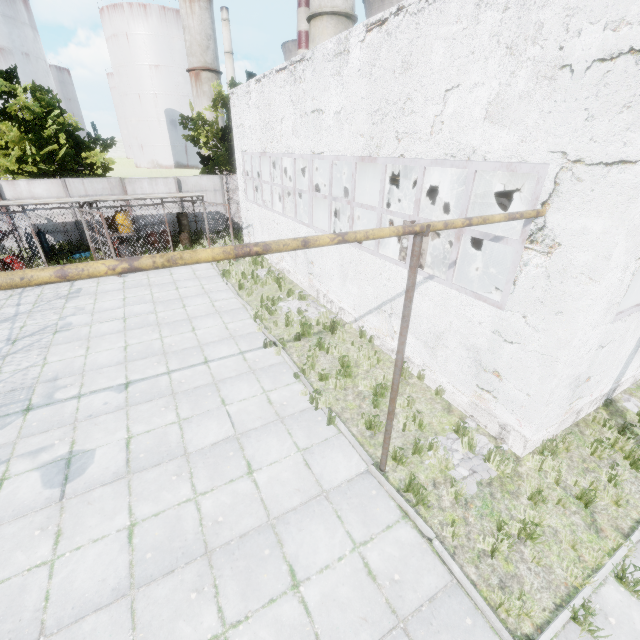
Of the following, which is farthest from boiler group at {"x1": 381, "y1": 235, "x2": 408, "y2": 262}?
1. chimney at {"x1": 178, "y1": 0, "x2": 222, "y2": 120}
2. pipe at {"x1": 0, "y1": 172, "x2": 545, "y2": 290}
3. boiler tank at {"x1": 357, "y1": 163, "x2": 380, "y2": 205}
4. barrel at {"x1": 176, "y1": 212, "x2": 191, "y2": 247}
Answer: chimney at {"x1": 178, "y1": 0, "x2": 222, "y2": 120}

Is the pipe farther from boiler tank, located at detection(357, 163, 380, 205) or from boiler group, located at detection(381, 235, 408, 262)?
boiler group, located at detection(381, 235, 408, 262)

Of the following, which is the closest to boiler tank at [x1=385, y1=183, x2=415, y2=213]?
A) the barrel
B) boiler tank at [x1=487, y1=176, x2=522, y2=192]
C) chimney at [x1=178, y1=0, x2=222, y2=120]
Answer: boiler tank at [x1=487, y1=176, x2=522, y2=192]

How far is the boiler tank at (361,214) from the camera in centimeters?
1664cm

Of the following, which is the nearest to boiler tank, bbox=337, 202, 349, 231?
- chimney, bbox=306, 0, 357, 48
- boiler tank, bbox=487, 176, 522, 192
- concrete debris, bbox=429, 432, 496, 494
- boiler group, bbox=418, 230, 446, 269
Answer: boiler group, bbox=418, 230, 446, 269

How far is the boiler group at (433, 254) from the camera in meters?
7.4

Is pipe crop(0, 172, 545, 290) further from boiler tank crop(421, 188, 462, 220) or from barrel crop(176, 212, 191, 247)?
barrel crop(176, 212, 191, 247)

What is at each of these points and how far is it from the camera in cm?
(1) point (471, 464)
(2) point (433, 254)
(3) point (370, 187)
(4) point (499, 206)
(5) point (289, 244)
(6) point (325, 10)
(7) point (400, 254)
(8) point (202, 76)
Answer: (1) concrete debris, 613
(2) boiler group, 757
(3) boiler tank, 1686
(4) boiler tank, 1288
(5) pipe, 314
(6) chimney, 1794
(7) boiler group, 824
(8) chimney, 5422
